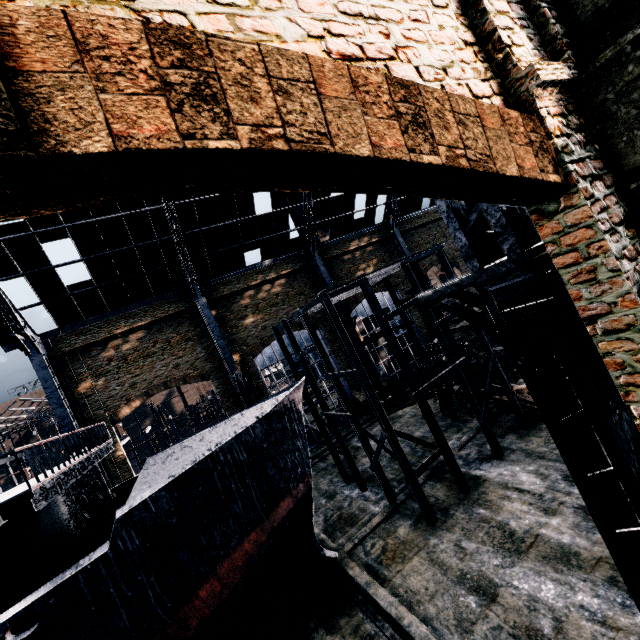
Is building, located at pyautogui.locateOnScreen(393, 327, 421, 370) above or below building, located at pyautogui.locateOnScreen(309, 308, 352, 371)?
below

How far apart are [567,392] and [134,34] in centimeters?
693cm

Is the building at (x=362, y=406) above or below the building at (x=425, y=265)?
below

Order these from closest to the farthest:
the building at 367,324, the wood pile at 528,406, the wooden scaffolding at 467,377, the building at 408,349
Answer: the wooden scaffolding at 467,377 → the wood pile at 528,406 → the building at 367,324 → the building at 408,349

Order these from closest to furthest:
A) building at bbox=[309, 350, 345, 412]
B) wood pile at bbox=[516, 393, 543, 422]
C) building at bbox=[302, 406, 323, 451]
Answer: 1. wood pile at bbox=[516, 393, 543, 422]
2. building at bbox=[302, 406, 323, 451]
3. building at bbox=[309, 350, 345, 412]

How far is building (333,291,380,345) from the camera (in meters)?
33.31
